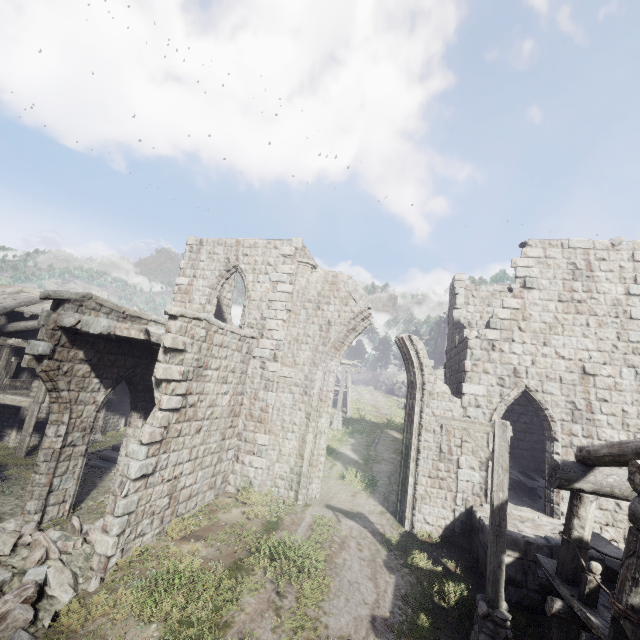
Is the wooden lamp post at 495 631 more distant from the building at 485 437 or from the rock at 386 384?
the rock at 386 384

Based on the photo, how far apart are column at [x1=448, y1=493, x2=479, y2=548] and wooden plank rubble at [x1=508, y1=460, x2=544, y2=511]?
1.15m

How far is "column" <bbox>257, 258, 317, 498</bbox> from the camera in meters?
12.5

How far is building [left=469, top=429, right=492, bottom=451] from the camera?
11.0m

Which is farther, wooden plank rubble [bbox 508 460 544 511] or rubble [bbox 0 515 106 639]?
wooden plank rubble [bbox 508 460 544 511]

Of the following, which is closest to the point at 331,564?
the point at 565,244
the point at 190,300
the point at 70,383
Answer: the point at 70,383

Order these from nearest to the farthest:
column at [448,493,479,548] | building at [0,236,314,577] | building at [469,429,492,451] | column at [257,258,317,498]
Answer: building at [0,236,314,577] < column at [448,493,479,548] < building at [469,429,492,451] < column at [257,258,317,498]

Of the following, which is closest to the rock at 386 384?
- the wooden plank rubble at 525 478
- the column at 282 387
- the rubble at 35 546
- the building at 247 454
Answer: the building at 247 454
